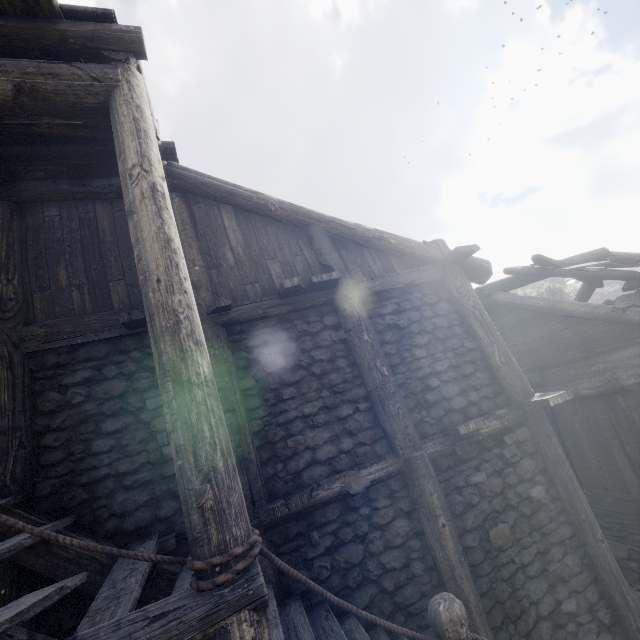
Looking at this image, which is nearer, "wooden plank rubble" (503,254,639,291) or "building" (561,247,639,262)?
"wooden plank rubble" (503,254,639,291)

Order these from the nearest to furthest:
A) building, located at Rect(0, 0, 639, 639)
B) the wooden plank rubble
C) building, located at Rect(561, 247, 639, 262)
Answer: building, located at Rect(0, 0, 639, 639)
the wooden plank rubble
building, located at Rect(561, 247, 639, 262)

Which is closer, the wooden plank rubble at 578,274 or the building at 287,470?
the building at 287,470

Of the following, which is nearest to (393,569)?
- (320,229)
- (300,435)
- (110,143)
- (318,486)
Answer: (318,486)

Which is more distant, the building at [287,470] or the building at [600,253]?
the building at [600,253]

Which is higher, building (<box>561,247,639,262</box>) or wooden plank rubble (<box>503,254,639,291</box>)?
building (<box>561,247,639,262</box>)

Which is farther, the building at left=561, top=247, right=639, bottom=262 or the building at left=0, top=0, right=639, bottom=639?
the building at left=561, top=247, right=639, bottom=262
